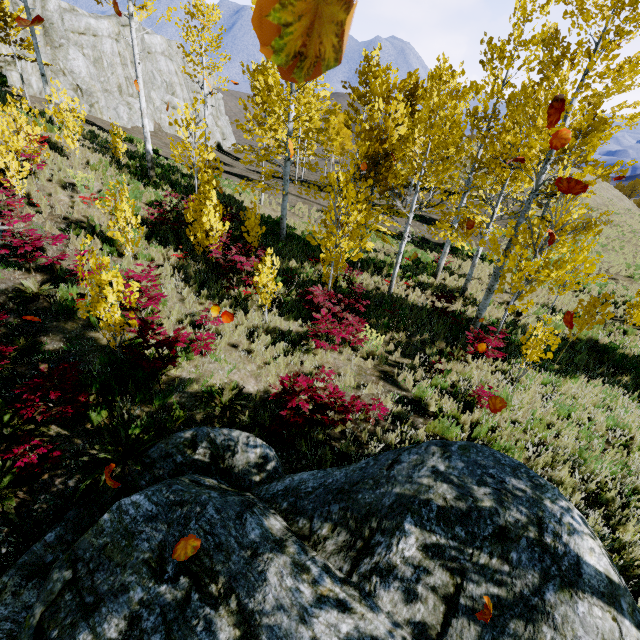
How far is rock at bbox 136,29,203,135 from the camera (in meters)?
29.16

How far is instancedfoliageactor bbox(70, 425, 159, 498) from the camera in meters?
4.4 m

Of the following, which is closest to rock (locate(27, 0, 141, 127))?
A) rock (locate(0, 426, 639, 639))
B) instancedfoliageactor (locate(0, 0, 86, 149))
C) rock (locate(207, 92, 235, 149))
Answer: rock (locate(207, 92, 235, 149))

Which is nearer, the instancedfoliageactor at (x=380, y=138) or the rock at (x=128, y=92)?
the instancedfoliageactor at (x=380, y=138)

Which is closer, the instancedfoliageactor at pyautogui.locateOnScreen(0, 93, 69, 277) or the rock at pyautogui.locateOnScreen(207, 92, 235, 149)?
the instancedfoliageactor at pyautogui.locateOnScreen(0, 93, 69, 277)

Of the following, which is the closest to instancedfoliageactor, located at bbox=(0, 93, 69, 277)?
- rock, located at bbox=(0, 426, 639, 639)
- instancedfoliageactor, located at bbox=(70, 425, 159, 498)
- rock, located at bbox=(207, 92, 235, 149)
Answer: rock, located at bbox=(0, 426, 639, 639)

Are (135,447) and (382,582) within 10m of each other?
yes

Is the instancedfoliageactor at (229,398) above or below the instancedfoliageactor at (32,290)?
below
